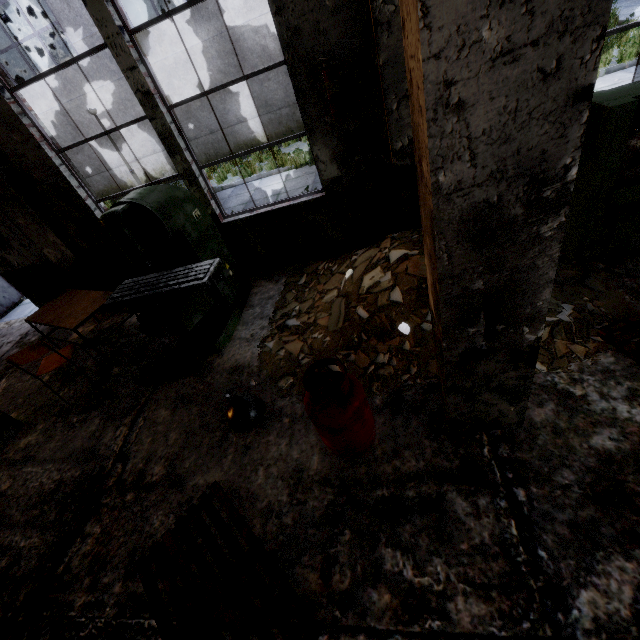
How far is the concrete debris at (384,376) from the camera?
3.3m

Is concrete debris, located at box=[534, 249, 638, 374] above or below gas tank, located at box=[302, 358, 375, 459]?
below

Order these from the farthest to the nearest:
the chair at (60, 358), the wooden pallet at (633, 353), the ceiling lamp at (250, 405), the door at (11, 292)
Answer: the door at (11, 292), the chair at (60, 358), the ceiling lamp at (250, 405), the wooden pallet at (633, 353)

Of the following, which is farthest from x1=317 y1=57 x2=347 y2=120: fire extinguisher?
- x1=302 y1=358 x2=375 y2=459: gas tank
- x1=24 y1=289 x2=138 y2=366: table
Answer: x1=24 y1=289 x2=138 y2=366: table

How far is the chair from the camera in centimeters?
392cm

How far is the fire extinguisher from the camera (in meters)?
3.56

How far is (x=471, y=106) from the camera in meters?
1.1 m

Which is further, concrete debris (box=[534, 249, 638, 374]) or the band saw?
the band saw
